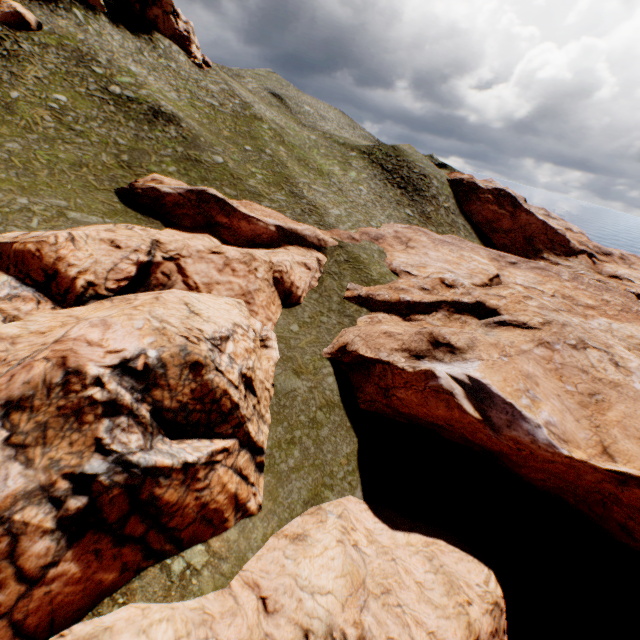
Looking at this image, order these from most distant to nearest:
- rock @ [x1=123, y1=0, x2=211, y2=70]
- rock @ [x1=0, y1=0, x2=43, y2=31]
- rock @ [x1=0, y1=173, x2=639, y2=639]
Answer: rock @ [x1=123, y1=0, x2=211, y2=70] → rock @ [x1=0, y1=0, x2=43, y2=31] → rock @ [x1=0, y1=173, x2=639, y2=639]

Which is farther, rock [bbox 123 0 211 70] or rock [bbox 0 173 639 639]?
rock [bbox 123 0 211 70]

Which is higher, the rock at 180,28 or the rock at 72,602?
the rock at 180,28

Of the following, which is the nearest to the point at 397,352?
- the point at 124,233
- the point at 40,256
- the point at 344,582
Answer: the point at 344,582

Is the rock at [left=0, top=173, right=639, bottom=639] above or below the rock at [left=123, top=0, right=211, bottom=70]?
below

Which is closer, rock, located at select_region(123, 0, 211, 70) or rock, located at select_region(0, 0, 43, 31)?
rock, located at select_region(0, 0, 43, 31)

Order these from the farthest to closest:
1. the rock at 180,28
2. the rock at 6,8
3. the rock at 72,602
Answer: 1. the rock at 180,28
2. the rock at 6,8
3. the rock at 72,602
